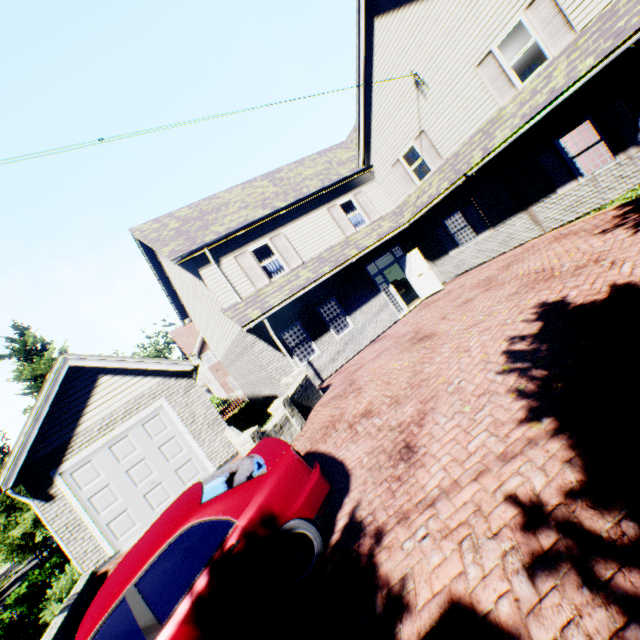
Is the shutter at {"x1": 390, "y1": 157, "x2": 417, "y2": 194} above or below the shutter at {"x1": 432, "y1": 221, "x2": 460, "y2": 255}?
above

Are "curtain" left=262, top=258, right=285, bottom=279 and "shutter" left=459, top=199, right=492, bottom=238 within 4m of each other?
no

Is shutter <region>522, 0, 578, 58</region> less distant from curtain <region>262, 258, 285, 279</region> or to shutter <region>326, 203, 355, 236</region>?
shutter <region>326, 203, 355, 236</region>

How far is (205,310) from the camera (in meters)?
15.58

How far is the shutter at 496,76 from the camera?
10.1m

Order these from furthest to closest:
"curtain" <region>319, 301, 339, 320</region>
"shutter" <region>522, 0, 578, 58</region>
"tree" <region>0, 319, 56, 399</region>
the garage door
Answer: "tree" <region>0, 319, 56, 399</region> → "curtain" <region>319, 301, 339, 320</region> → the garage door → "shutter" <region>522, 0, 578, 58</region>

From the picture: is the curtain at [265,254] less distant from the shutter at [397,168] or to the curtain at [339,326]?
the curtain at [339,326]

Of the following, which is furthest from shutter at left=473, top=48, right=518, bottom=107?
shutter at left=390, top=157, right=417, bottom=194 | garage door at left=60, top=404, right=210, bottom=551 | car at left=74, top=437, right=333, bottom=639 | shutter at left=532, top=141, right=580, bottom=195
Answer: garage door at left=60, top=404, right=210, bottom=551
